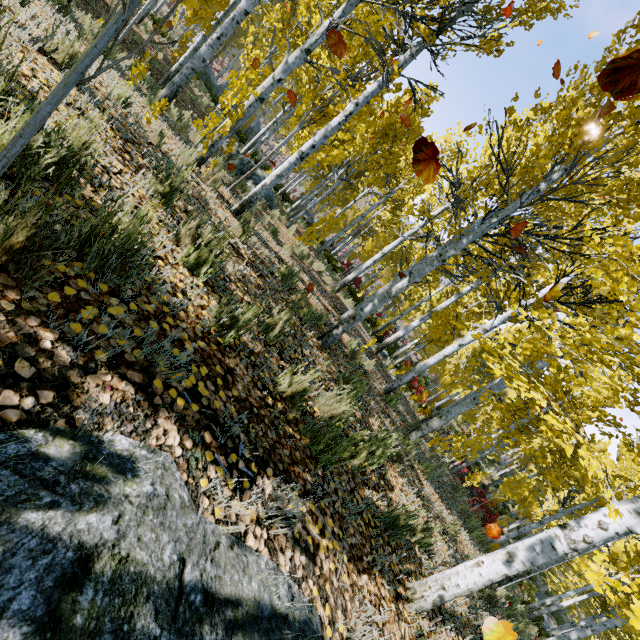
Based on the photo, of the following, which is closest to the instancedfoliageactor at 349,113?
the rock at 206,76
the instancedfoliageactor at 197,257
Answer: the rock at 206,76

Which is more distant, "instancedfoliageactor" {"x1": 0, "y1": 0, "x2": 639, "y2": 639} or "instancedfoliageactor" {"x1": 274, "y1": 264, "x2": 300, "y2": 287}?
"instancedfoliageactor" {"x1": 274, "y1": 264, "x2": 300, "y2": 287}

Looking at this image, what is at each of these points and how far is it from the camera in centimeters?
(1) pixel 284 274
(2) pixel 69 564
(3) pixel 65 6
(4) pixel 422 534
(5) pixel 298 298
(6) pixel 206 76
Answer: (1) instancedfoliageactor, 522cm
(2) rock, 82cm
(3) instancedfoliageactor, 584cm
(4) instancedfoliageactor, 363cm
(5) instancedfoliageactor, 519cm
(6) rock, 2495cm

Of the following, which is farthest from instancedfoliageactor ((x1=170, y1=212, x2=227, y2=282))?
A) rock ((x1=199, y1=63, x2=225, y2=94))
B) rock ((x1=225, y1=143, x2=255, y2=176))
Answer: rock ((x1=199, y1=63, x2=225, y2=94))

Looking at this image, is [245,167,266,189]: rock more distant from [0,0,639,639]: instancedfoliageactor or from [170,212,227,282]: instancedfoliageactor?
[170,212,227,282]: instancedfoliageactor

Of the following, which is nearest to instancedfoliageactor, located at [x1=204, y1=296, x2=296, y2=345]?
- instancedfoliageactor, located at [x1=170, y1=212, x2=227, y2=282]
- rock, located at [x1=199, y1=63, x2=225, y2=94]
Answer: rock, located at [x1=199, y1=63, x2=225, y2=94]

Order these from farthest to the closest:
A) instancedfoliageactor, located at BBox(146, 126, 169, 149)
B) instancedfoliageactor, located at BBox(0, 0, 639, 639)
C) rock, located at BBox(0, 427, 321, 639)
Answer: instancedfoliageactor, located at BBox(146, 126, 169, 149) → instancedfoliageactor, located at BBox(0, 0, 639, 639) → rock, located at BBox(0, 427, 321, 639)

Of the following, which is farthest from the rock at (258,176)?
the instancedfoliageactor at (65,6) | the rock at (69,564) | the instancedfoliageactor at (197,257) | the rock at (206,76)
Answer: the rock at (206,76)
